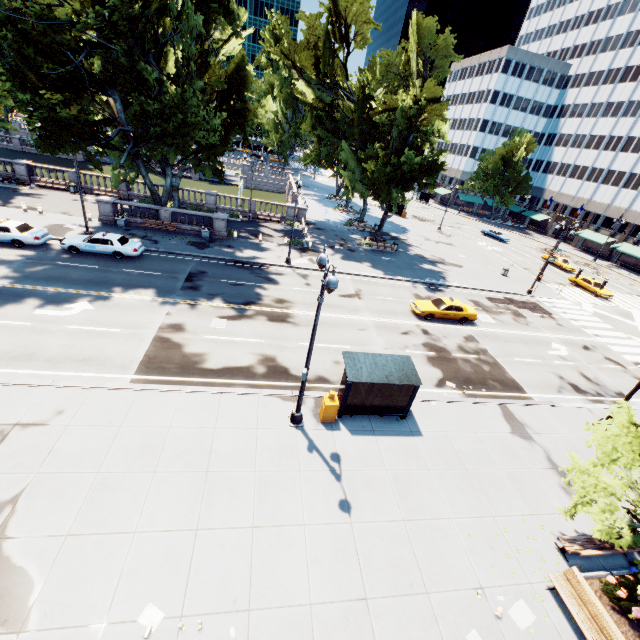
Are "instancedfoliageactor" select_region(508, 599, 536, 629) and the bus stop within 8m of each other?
yes

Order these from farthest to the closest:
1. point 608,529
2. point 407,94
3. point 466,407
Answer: point 407,94, point 466,407, point 608,529

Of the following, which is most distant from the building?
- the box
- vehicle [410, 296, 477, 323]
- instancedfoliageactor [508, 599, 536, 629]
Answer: the box

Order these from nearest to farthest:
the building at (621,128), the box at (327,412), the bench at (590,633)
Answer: the bench at (590,633) < the box at (327,412) < the building at (621,128)

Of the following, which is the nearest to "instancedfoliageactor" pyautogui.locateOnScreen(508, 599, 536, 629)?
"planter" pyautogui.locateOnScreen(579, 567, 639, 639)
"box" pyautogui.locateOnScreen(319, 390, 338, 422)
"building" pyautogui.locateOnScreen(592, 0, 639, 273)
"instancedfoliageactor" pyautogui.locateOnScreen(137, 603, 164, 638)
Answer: "planter" pyautogui.locateOnScreen(579, 567, 639, 639)

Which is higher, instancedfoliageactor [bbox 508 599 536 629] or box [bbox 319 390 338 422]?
box [bbox 319 390 338 422]

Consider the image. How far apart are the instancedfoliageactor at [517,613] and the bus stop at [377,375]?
6.8m

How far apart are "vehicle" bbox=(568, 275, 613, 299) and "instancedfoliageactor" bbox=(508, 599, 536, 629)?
40.5m
